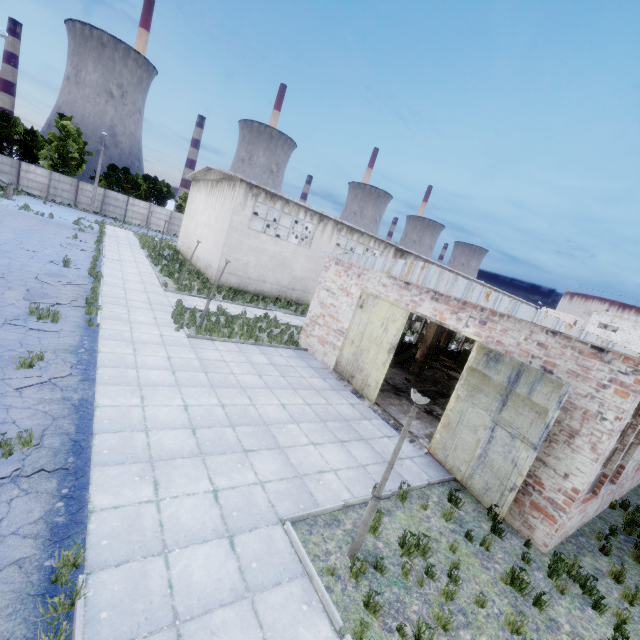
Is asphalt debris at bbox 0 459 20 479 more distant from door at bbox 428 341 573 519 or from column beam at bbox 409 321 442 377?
column beam at bbox 409 321 442 377

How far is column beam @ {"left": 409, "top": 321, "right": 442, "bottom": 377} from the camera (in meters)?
17.75

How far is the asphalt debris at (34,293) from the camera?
11.6 meters

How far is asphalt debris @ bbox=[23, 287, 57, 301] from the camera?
11.6m

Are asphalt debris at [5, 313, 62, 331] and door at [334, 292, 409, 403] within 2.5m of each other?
no

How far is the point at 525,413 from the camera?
7.96m

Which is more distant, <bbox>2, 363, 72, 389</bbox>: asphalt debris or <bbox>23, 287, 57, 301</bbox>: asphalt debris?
<bbox>23, 287, 57, 301</bbox>: asphalt debris

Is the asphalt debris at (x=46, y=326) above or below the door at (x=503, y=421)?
below
